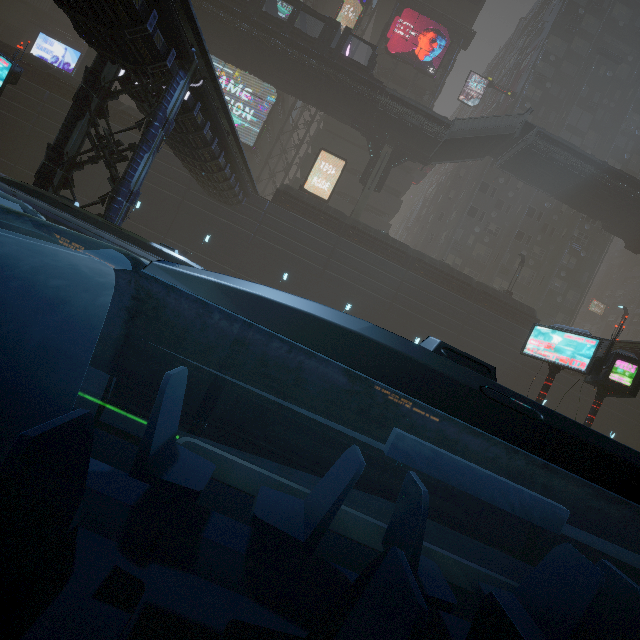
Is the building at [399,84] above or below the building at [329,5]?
below

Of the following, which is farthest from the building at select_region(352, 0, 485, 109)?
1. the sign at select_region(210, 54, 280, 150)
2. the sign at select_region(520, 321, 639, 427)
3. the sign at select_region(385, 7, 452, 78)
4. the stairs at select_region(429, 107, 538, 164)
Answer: the stairs at select_region(429, 107, 538, 164)

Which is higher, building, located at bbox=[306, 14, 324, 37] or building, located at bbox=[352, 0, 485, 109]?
building, located at bbox=[352, 0, 485, 109]

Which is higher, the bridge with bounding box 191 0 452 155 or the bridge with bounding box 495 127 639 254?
the bridge with bounding box 495 127 639 254

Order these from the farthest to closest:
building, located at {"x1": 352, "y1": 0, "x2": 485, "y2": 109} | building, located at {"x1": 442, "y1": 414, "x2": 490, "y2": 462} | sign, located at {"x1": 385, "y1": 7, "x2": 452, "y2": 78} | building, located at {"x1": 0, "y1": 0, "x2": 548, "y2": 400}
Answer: building, located at {"x1": 352, "y1": 0, "x2": 485, "y2": 109}, sign, located at {"x1": 385, "y1": 7, "x2": 452, "y2": 78}, building, located at {"x1": 442, "y1": 414, "x2": 490, "y2": 462}, building, located at {"x1": 0, "y1": 0, "x2": 548, "y2": 400}

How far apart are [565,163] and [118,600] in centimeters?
3638cm

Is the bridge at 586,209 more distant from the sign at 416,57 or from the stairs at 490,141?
the sign at 416,57

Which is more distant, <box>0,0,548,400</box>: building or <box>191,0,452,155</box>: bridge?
<box>191,0,452,155</box>: bridge
